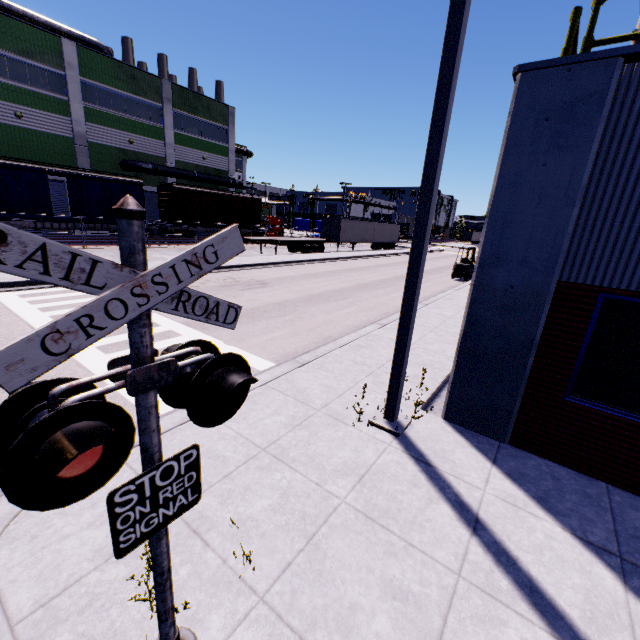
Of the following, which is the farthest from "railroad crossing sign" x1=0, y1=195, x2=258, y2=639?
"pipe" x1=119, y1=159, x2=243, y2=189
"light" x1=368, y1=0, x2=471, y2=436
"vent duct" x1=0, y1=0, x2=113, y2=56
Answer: "pipe" x1=119, y1=159, x2=243, y2=189

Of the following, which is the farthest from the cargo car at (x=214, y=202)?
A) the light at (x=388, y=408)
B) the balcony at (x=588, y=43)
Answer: the light at (x=388, y=408)

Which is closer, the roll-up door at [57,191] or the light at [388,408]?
the light at [388,408]

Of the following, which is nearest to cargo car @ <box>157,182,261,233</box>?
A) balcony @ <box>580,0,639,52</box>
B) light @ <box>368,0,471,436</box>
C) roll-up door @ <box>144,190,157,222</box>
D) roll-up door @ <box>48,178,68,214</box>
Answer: roll-up door @ <box>144,190,157,222</box>

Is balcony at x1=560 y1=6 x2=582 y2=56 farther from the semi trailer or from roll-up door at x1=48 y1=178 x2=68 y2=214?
roll-up door at x1=48 y1=178 x2=68 y2=214

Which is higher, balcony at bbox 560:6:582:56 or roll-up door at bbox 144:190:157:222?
balcony at bbox 560:6:582:56

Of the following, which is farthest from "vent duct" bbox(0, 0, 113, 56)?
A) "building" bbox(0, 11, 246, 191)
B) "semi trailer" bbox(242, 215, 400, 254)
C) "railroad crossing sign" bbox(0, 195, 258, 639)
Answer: "railroad crossing sign" bbox(0, 195, 258, 639)

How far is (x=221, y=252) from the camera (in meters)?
1.60
